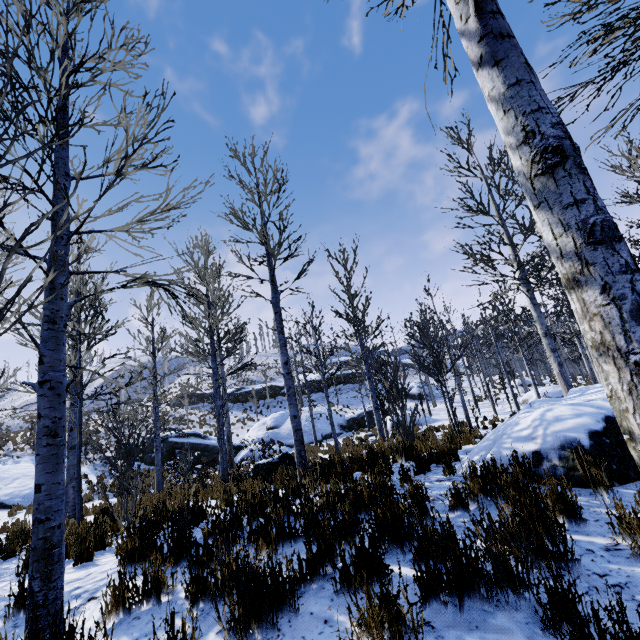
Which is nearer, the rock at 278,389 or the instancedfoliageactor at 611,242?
the instancedfoliageactor at 611,242

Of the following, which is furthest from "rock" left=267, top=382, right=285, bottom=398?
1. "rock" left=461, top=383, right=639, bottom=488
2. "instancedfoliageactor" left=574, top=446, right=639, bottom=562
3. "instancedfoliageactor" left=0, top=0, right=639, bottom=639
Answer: "instancedfoliageactor" left=574, top=446, right=639, bottom=562

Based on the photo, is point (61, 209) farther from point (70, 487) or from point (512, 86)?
point (70, 487)

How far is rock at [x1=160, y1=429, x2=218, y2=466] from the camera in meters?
20.8 m

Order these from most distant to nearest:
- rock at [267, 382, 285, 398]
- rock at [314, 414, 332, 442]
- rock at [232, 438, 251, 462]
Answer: rock at [267, 382, 285, 398]
rock at [314, 414, 332, 442]
rock at [232, 438, 251, 462]

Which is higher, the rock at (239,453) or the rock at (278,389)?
the rock at (278,389)

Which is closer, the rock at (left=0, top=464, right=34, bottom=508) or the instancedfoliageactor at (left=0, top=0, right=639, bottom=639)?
the instancedfoliageactor at (left=0, top=0, right=639, bottom=639)

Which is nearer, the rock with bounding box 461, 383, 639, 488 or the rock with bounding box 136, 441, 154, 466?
the rock with bounding box 461, 383, 639, 488
